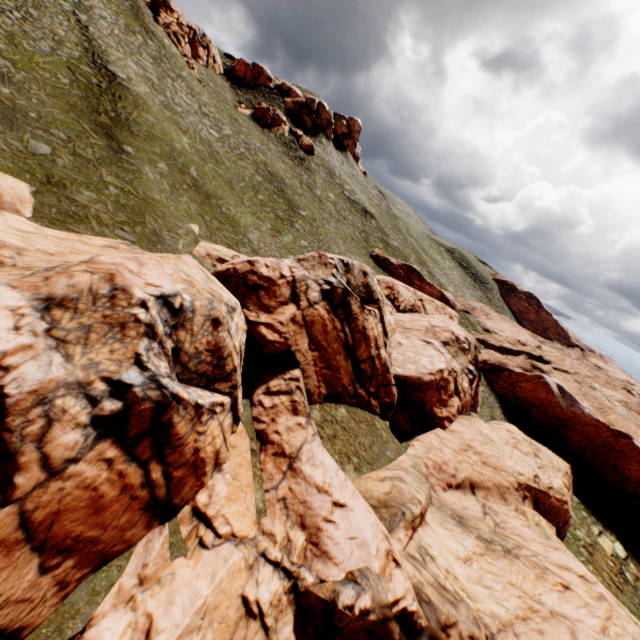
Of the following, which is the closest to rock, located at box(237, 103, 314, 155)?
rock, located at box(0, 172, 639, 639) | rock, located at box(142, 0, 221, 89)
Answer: rock, located at box(142, 0, 221, 89)

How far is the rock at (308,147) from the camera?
55.4m

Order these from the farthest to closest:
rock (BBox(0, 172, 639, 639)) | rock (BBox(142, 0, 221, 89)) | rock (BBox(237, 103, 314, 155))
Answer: rock (BBox(237, 103, 314, 155)) → rock (BBox(142, 0, 221, 89)) → rock (BBox(0, 172, 639, 639))

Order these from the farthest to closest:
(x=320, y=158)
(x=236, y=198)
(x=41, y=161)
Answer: (x=320, y=158), (x=236, y=198), (x=41, y=161)

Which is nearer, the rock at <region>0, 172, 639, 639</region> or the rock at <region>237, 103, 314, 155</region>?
the rock at <region>0, 172, 639, 639</region>

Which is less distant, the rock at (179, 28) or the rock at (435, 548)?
the rock at (435, 548)

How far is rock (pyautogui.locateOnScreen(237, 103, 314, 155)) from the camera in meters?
55.4 m
